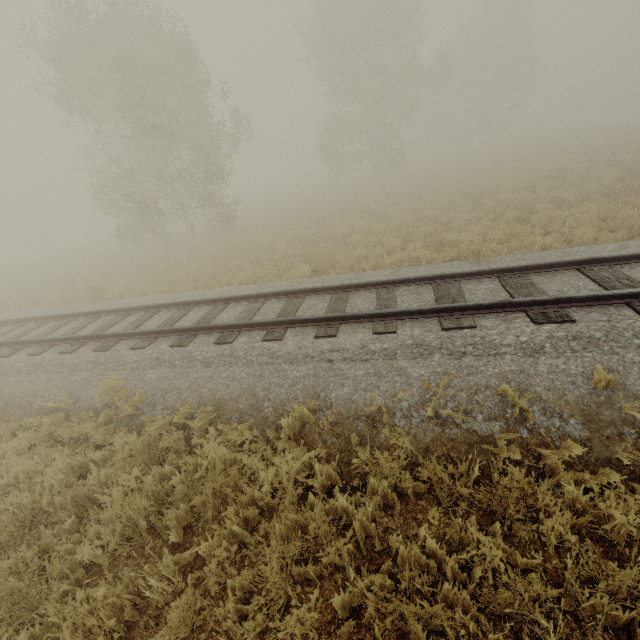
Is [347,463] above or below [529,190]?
below
